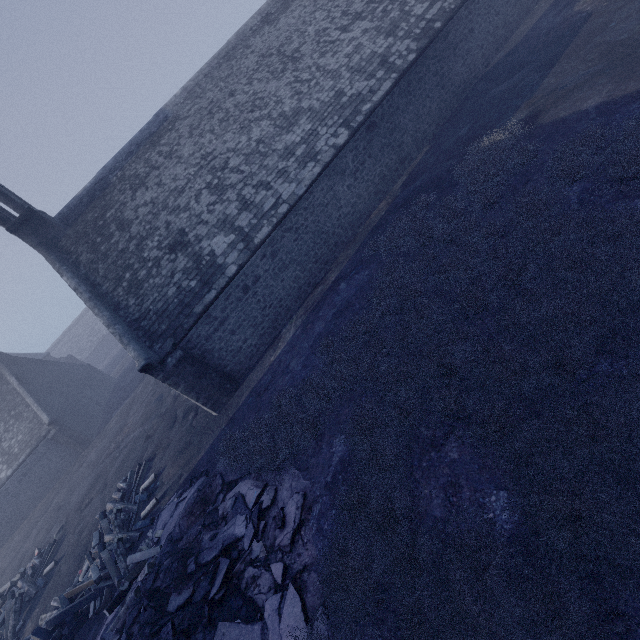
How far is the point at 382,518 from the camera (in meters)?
5.01

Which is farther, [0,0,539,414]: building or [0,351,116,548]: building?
[0,351,116,548]: building

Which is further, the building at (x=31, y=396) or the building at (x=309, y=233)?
the building at (x=31, y=396)
